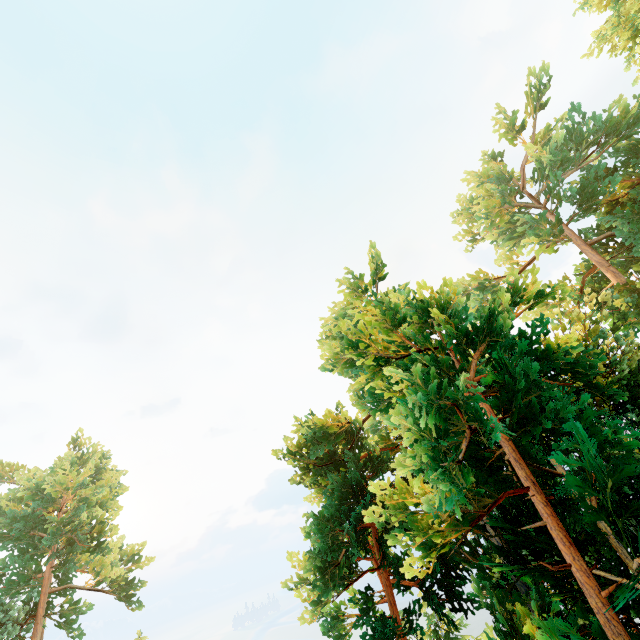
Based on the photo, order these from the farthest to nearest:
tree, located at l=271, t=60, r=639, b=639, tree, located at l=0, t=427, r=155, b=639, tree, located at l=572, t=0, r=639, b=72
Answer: tree, located at l=0, t=427, r=155, b=639, tree, located at l=572, t=0, r=639, b=72, tree, located at l=271, t=60, r=639, b=639

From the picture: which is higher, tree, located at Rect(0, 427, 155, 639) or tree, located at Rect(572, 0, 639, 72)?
tree, located at Rect(572, 0, 639, 72)

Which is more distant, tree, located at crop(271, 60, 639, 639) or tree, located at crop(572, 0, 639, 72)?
tree, located at crop(572, 0, 639, 72)

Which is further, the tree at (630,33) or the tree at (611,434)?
the tree at (630,33)

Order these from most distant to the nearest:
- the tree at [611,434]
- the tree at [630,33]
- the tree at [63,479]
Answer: the tree at [63,479], the tree at [630,33], the tree at [611,434]

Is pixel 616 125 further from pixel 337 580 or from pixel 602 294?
pixel 337 580
